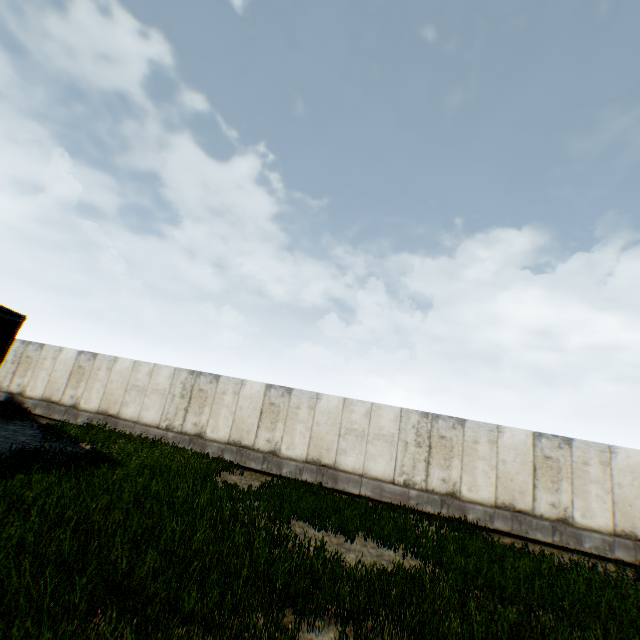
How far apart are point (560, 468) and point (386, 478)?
6.3 meters
